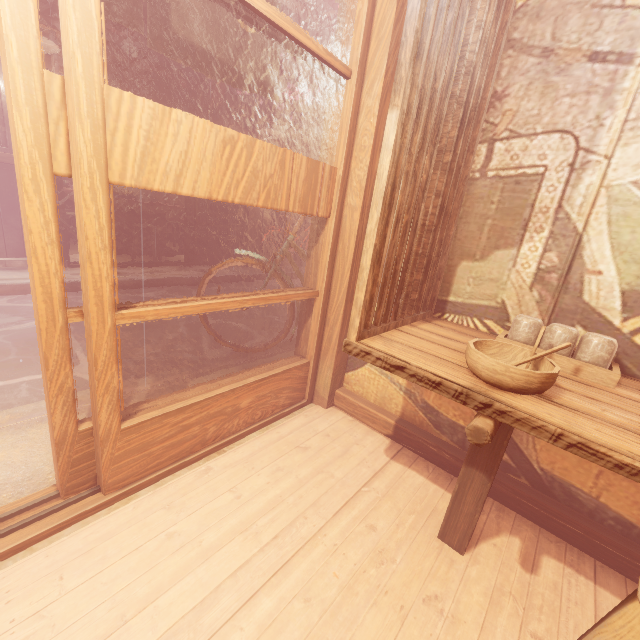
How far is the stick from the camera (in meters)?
9.83

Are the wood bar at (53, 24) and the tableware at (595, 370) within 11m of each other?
no

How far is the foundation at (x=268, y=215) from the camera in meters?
14.9

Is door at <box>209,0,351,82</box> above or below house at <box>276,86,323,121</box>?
below

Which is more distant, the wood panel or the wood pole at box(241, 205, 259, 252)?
the wood pole at box(241, 205, 259, 252)

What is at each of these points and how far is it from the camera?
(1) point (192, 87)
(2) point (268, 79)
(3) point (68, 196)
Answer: (1) wood bar, 10.6m
(2) flag, 3.6m
(3) table, 12.5m

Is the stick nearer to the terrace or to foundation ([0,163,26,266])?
the terrace

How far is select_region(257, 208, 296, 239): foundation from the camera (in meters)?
14.92
